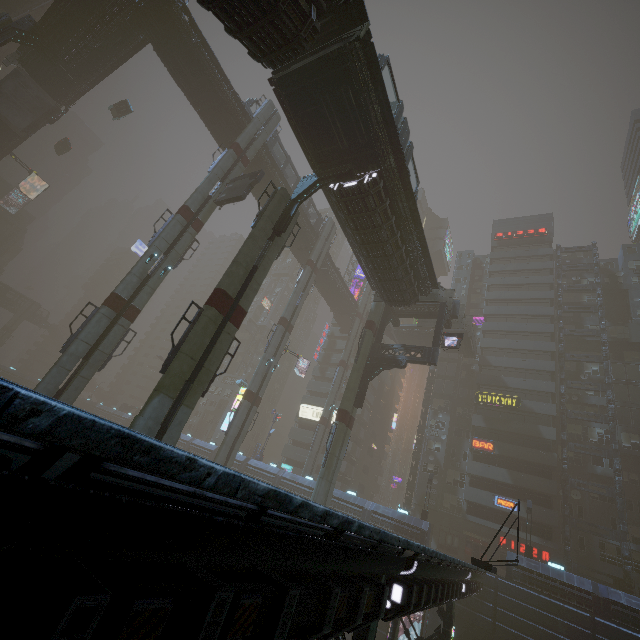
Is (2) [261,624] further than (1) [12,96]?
No

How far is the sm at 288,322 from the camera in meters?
30.3 m

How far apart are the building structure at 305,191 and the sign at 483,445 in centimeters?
3680cm

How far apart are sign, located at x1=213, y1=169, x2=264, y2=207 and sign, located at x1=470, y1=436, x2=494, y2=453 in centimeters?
3870cm

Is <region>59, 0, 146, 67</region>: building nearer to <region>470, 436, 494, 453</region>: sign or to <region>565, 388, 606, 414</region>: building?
<region>565, 388, 606, 414</region>: building

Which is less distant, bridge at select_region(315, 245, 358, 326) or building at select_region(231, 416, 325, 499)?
building at select_region(231, 416, 325, 499)

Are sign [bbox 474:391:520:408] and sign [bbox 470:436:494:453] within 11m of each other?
yes

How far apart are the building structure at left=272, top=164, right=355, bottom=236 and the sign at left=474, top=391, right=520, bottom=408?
36.48m
